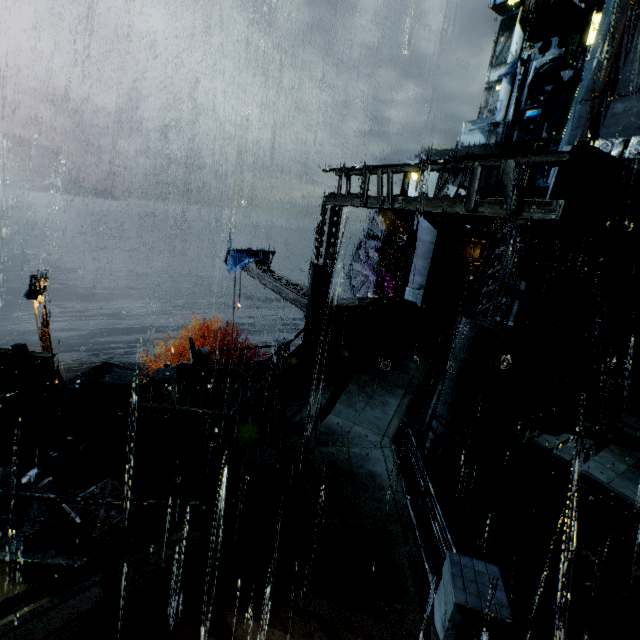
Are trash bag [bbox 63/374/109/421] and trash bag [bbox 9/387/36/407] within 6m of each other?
yes

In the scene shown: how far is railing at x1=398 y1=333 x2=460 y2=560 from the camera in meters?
6.4 m

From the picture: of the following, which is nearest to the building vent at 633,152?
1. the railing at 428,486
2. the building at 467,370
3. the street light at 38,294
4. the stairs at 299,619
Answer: the building at 467,370

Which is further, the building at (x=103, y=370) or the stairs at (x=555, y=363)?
the building at (x=103, y=370)

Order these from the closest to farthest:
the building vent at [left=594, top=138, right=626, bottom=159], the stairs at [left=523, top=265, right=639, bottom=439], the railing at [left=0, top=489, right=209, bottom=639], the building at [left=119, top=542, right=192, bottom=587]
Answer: the railing at [left=0, top=489, right=209, bottom=639] → the building at [left=119, top=542, right=192, bottom=587] → the stairs at [left=523, top=265, right=639, bottom=439] → the building vent at [left=594, top=138, right=626, bottom=159]

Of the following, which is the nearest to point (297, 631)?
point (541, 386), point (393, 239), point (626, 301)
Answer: point (541, 386)

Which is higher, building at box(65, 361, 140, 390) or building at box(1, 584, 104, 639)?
building at box(1, 584, 104, 639)

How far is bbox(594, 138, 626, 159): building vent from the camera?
25.4 meters
